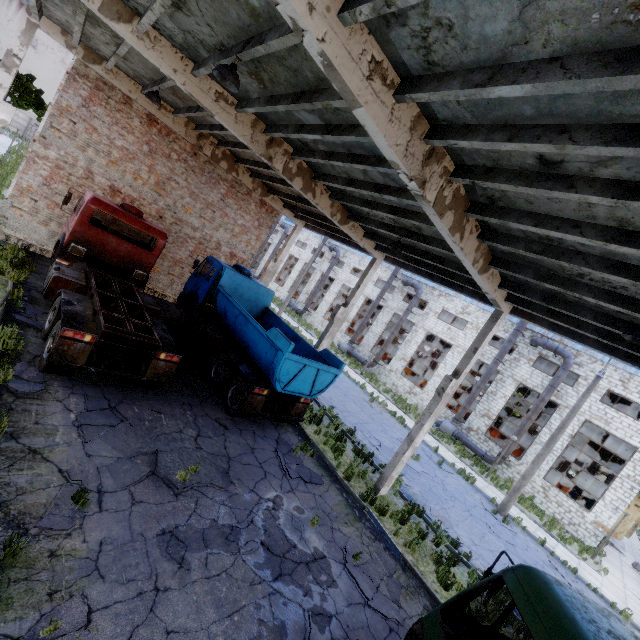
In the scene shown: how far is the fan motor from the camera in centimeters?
2602cm

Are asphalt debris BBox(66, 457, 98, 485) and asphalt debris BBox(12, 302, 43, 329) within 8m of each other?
yes

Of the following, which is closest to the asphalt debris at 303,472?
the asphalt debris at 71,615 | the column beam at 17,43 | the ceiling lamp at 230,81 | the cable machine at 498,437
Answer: the asphalt debris at 71,615

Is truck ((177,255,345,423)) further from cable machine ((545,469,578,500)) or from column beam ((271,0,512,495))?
cable machine ((545,469,578,500))

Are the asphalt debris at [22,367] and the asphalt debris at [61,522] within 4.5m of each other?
yes

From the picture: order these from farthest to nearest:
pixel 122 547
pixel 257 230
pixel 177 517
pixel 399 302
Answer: pixel 399 302, pixel 257 230, pixel 177 517, pixel 122 547

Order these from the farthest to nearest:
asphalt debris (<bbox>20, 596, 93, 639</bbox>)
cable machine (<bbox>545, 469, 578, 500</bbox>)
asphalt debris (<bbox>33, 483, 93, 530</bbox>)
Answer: cable machine (<bbox>545, 469, 578, 500</bbox>) → asphalt debris (<bbox>33, 483, 93, 530</bbox>) → asphalt debris (<bbox>20, 596, 93, 639</bbox>)

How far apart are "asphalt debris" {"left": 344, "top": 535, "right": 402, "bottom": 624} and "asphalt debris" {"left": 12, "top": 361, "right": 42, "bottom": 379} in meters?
7.8
